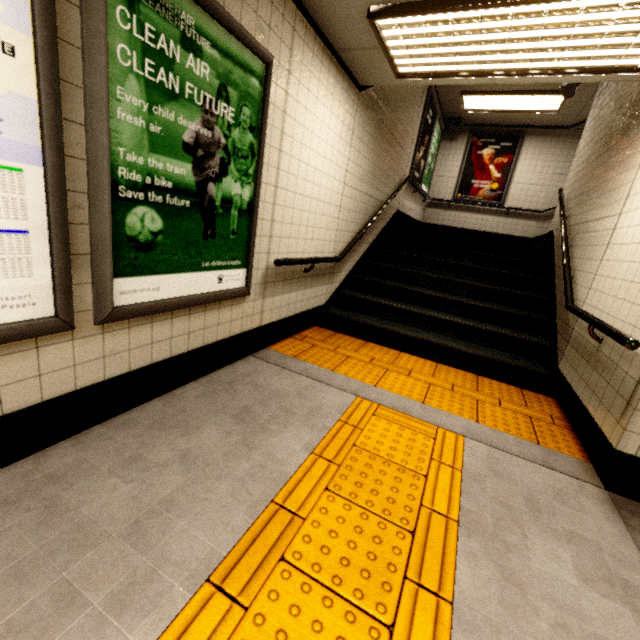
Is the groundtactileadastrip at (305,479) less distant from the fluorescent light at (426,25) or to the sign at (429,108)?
the fluorescent light at (426,25)

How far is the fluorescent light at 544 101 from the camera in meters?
6.4 m

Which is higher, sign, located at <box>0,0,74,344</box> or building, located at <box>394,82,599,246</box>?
building, located at <box>394,82,599,246</box>

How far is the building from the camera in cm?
694

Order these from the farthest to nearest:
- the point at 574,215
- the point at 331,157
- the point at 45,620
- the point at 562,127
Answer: the point at 562,127
the point at 574,215
the point at 331,157
the point at 45,620

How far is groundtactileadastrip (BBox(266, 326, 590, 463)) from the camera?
2.8 meters

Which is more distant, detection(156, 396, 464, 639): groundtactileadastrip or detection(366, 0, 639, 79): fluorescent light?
detection(366, 0, 639, 79): fluorescent light

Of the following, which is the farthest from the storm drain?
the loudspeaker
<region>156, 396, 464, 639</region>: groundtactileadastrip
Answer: the loudspeaker
